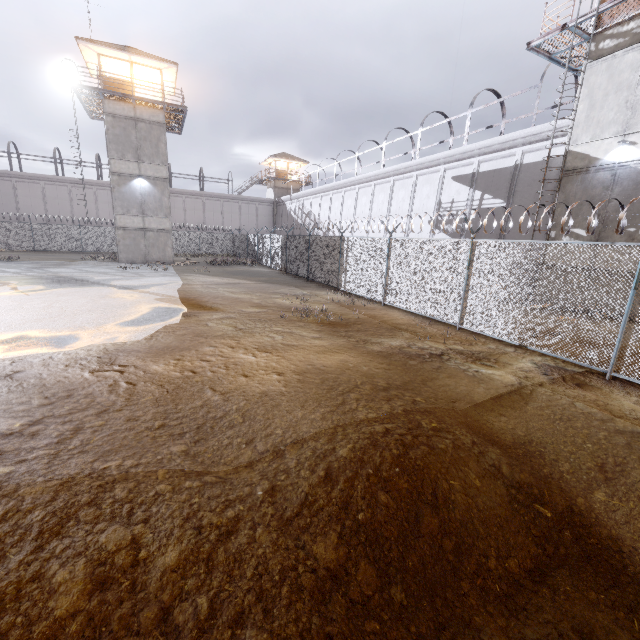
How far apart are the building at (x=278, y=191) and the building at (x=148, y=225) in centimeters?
2362cm

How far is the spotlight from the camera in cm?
2055

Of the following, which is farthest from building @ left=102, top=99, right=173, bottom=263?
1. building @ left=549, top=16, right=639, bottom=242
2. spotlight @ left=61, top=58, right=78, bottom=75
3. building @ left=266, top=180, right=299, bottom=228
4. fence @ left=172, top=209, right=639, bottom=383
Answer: building @ left=549, top=16, right=639, bottom=242

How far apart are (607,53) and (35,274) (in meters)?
28.33

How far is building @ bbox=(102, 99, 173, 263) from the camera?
23.9m

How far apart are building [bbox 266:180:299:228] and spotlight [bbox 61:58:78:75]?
28.3m

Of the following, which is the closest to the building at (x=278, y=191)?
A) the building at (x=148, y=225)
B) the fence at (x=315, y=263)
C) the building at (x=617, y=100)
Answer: the fence at (x=315, y=263)
